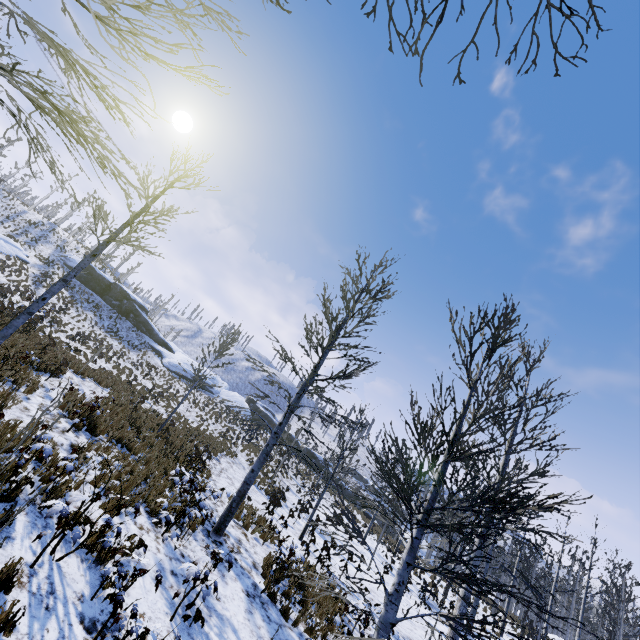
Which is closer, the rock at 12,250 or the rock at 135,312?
the rock at 12,250

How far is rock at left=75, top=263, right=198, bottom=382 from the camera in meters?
40.3 m

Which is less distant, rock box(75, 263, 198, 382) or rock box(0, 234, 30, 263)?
rock box(0, 234, 30, 263)

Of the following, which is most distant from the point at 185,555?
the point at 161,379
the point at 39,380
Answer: the point at 161,379

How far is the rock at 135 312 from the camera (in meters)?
40.31

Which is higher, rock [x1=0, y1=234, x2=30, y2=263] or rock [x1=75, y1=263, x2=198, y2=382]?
rock [x1=75, y1=263, x2=198, y2=382]
